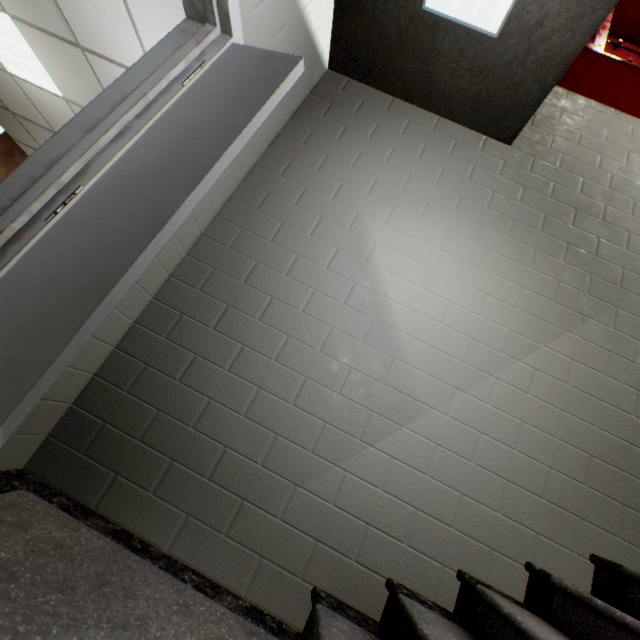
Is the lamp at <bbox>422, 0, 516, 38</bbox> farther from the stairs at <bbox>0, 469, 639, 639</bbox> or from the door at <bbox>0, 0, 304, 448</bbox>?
the door at <bbox>0, 0, 304, 448</bbox>

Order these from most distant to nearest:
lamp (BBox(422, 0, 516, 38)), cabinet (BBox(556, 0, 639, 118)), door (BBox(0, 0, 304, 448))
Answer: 1. cabinet (BBox(556, 0, 639, 118))
2. lamp (BBox(422, 0, 516, 38))
3. door (BBox(0, 0, 304, 448))

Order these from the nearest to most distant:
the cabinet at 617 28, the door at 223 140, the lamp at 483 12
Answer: the door at 223 140 → the lamp at 483 12 → the cabinet at 617 28

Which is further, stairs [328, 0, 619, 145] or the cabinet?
the cabinet

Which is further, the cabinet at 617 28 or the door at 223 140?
the cabinet at 617 28

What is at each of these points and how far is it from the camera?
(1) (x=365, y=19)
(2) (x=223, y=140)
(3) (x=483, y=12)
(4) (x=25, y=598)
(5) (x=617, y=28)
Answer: (1) stairs, 2.2m
(2) door, 1.2m
(3) lamp, 1.9m
(4) stairs, 0.9m
(5) cabinet, 3.0m

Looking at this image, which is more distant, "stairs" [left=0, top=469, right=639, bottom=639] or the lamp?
the lamp

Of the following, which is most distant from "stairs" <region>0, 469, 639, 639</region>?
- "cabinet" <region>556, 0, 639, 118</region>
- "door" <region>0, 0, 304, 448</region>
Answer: "cabinet" <region>556, 0, 639, 118</region>
